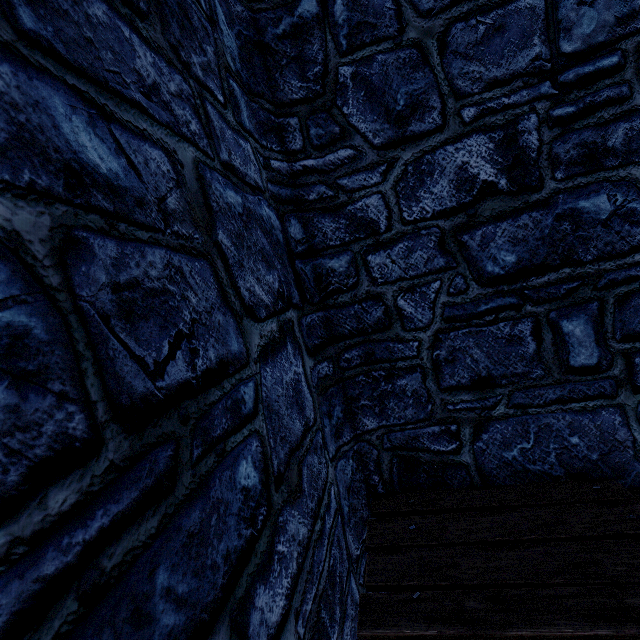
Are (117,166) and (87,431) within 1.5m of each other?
yes
